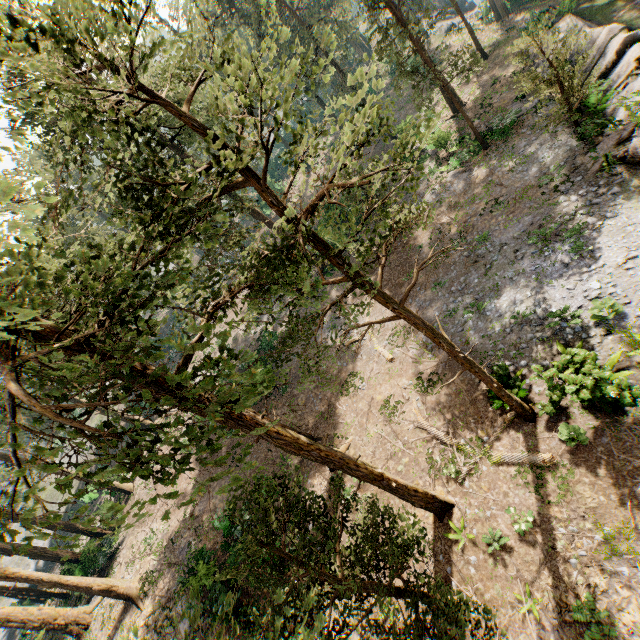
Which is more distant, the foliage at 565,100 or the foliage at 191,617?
the foliage at 565,100

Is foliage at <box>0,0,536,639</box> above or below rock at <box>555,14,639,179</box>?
above

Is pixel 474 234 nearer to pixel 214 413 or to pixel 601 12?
pixel 214 413

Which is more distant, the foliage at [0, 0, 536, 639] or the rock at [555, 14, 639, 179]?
the rock at [555, 14, 639, 179]

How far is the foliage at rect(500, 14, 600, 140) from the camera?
15.2 meters

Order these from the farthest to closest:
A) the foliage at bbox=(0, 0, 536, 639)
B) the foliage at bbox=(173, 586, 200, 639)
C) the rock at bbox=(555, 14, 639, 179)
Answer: the rock at bbox=(555, 14, 639, 179)
the foliage at bbox=(0, 0, 536, 639)
the foliage at bbox=(173, 586, 200, 639)

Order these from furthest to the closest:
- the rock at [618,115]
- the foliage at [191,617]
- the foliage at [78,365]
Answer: the rock at [618,115] → the foliage at [78,365] → the foliage at [191,617]
